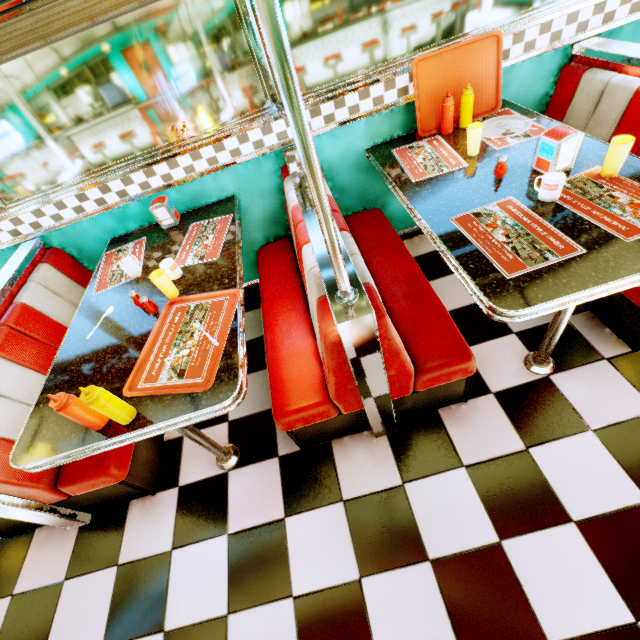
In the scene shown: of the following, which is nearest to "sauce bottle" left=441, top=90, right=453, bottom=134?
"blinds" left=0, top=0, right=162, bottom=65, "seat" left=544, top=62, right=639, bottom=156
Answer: "seat" left=544, top=62, right=639, bottom=156

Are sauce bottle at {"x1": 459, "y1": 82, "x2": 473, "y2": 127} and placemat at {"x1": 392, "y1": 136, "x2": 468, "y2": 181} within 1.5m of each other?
Result: yes

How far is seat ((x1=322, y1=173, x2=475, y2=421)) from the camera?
1.41m

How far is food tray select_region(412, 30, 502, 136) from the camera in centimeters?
194cm

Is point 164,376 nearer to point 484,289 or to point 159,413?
point 159,413

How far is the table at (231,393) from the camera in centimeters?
126cm

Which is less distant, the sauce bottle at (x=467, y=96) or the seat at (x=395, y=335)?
the seat at (x=395, y=335)

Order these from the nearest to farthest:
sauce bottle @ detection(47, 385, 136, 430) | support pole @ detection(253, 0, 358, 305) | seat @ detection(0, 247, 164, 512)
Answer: support pole @ detection(253, 0, 358, 305) → sauce bottle @ detection(47, 385, 136, 430) → seat @ detection(0, 247, 164, 512)
